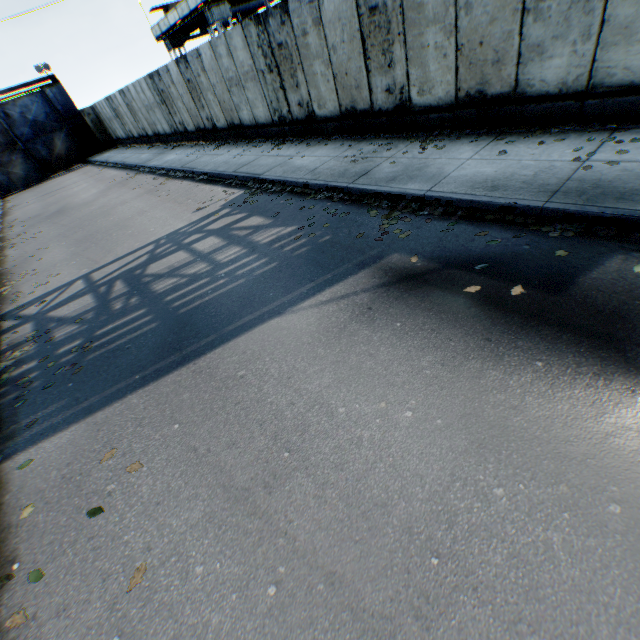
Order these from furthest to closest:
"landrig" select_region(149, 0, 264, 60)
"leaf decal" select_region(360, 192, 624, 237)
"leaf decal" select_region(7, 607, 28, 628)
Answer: "landrig" select_region(149, 0, 264, 60) < "leaf decal" select_region(360, 192, 624, 237) < "leaf decal" select_region(7, 607, 28, 628)

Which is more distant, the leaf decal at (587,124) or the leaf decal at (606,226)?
the leaf decal at (587,124)

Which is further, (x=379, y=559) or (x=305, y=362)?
(x=305, y=362)

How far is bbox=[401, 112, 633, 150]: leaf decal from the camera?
5.6m

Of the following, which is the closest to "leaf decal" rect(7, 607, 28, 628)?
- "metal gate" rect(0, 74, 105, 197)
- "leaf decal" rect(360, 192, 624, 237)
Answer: "leaf decal" rect(360, 192, 624, 237)

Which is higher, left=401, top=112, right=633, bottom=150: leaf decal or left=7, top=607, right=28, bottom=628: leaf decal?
left=401, top=112, right=633, bottom=150: leaf decal

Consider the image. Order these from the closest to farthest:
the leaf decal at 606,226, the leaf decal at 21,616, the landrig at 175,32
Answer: the leaf decal at 21,616 < the leaf decal at 606,226 < the landrig at 175,32

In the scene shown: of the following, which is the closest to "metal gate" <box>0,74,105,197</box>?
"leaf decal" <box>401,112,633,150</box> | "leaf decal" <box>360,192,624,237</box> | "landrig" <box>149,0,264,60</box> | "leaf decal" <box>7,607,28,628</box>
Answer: "landrig" <box>149,0,264,60</box>
